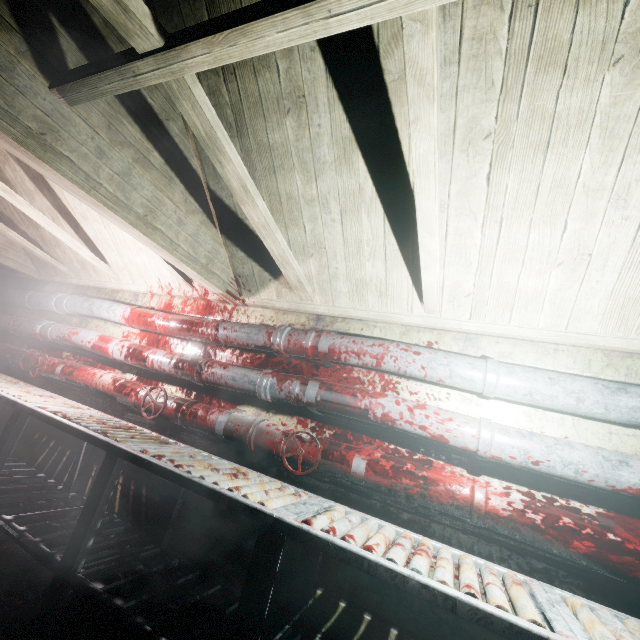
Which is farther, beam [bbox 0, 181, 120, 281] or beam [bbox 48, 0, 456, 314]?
beam [bbox 0, 181, 120, 281]

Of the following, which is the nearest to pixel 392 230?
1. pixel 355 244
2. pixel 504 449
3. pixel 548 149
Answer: pixel 355 244

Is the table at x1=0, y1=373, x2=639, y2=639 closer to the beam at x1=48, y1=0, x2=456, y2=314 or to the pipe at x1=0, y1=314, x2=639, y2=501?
the pipe at x1=0, y1=314, x2=639, y2=501

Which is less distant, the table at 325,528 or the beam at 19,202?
the table at 325,528

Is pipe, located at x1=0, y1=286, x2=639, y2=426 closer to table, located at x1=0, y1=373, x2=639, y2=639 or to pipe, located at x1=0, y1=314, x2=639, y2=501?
Answer: pipe, located at x1=0, y1=314, x2=639, y2=501

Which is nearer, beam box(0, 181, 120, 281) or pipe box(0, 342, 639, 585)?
pipe box(0, 342, 639, 585)

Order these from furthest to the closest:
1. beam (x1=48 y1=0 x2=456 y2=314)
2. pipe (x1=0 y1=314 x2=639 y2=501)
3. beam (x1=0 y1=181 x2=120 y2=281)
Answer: beam (x1=0 y1=181 x2=120 y2=281) < pipe (x1=0 y1=314 x2=639 y2=501) < beam (x1=48 y1=0 x2=456 y2=314)

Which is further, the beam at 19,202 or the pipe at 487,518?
the beam at 19,202
